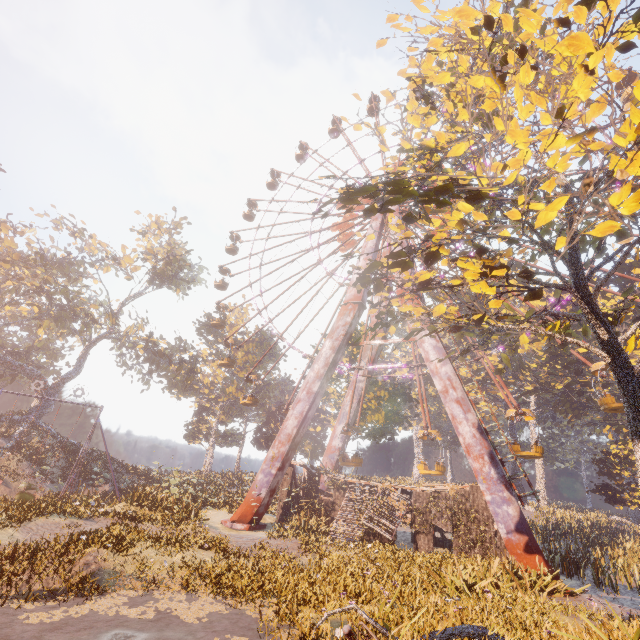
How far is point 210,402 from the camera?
56.12m

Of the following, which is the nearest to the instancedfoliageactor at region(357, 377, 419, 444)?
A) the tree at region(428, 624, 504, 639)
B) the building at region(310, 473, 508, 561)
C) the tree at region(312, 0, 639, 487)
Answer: the building at region(310, 473, 508, 561)

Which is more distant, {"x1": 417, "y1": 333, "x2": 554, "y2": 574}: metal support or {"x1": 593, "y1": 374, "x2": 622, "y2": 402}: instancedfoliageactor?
{"x1": 593, "y1": 374, "x2": 622, "y2": 402}: instancedfoliageactor

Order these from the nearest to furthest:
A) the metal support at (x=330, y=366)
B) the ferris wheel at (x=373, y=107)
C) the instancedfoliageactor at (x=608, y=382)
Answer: the metal support at (x=330, y=366), the instancedfoliageactor at (x=608, y=382), the ferris wheel at (x=373, y=107)

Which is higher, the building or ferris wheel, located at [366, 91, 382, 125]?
ferris wheel, located at [366, 91, 382, 125]

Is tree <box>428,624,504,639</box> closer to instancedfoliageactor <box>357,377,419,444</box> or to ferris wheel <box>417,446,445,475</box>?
ferris wheel <box>417,446,445,475</box>

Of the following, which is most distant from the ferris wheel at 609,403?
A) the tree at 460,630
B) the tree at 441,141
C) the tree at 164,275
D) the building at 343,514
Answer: the tree at 460,630

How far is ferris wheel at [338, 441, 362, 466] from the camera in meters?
22.0
